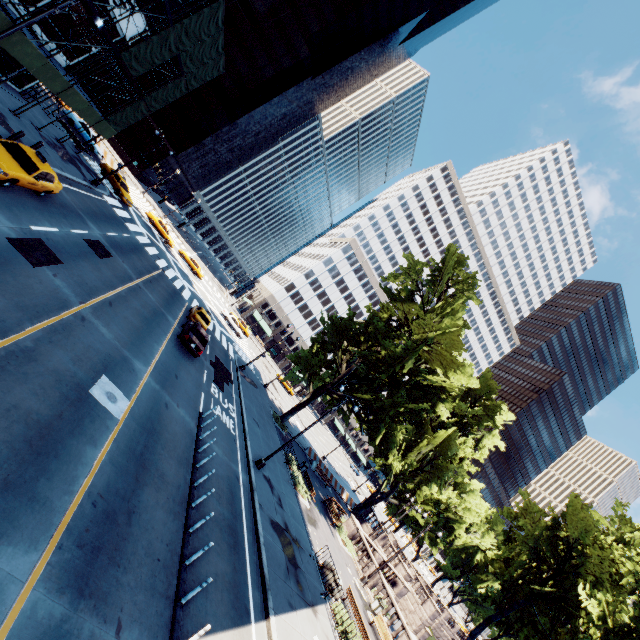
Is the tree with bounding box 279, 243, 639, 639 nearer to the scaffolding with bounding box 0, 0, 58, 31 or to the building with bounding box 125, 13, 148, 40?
the scaffolding with bounding box 0, 0, 58, 31

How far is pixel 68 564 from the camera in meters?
6.4 m

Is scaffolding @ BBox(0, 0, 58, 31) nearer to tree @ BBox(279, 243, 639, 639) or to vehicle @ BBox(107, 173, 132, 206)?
vehicle @ BBox(107, 173, 132, 206)

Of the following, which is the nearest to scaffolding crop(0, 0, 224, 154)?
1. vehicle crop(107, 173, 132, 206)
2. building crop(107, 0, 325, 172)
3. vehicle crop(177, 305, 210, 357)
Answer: vehicle crop(107, 173, 132, 206)

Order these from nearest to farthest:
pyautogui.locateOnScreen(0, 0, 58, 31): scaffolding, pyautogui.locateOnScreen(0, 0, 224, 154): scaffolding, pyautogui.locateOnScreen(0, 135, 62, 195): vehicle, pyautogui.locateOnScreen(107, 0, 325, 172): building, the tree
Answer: pyautogui.locateOnScreen(0, 135, 62, 195): vehicle, pyautogui.locateOnScreen(0, 0, 58, 31): scaffolding, pyautogui.locateOnScreen(0, 0, 224, 154): scaffolding, the tree, pyautogui.locateOnScreen(107, 0, 325, 172): building

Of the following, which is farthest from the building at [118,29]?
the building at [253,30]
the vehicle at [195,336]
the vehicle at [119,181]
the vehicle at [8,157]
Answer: the building at [253,30]

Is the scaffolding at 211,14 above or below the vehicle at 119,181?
above

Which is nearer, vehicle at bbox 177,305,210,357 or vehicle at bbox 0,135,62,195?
vehicle at bbox 0,135,62,195
